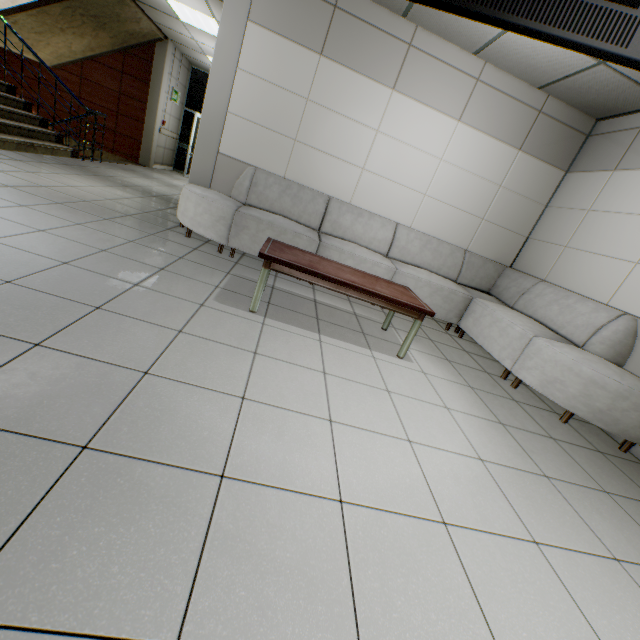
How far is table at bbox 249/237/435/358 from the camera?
2.62m

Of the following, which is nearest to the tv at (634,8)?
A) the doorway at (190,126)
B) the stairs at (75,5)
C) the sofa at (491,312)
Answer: the sofa at (491,312)

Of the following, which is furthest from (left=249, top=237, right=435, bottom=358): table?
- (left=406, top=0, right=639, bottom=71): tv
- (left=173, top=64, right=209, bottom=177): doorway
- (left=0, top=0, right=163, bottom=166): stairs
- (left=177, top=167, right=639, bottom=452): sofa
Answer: (left=173, top=64, right=209, bottom=177): doorway

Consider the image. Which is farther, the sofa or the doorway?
the doorway

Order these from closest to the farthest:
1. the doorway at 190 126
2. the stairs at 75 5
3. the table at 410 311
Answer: the table at 410 311 < the stairs at 75 5 < the doorway at 190 126

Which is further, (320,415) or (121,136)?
(121,136)

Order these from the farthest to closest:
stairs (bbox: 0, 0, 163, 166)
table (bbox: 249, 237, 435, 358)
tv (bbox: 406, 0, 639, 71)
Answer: stairs (bbox: 0, 0, 163, 166) → table (bbox: 249, 237, 435, 358) → tv (bbox: 406, 0, 639, 71)

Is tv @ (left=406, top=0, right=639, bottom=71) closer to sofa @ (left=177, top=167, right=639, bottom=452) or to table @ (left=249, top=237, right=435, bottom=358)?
table @ (left=249, top=237, right=435, bottom=358)
